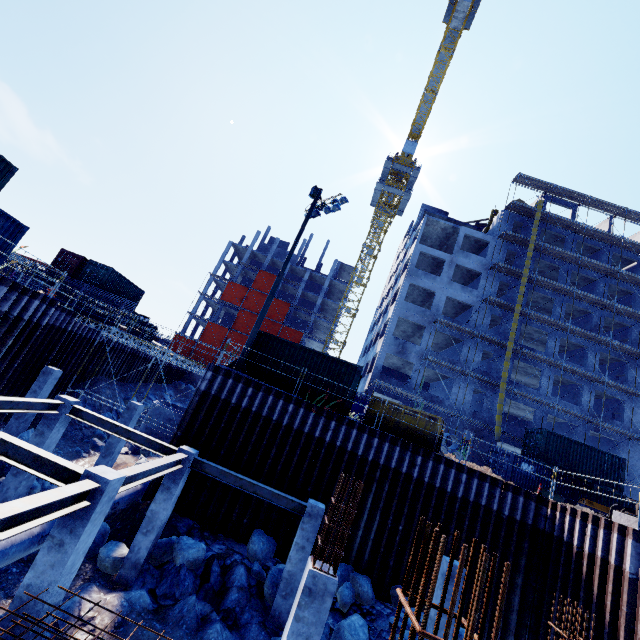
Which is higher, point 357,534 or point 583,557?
point 583,557

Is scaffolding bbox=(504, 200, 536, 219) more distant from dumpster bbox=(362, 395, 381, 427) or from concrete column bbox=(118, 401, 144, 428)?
concrete column bbox=(118, 401, 144, 428)

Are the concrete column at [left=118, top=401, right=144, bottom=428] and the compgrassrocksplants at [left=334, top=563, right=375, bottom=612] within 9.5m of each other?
no

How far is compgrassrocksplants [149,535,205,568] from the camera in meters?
10.8

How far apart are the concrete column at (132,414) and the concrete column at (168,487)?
6.18m

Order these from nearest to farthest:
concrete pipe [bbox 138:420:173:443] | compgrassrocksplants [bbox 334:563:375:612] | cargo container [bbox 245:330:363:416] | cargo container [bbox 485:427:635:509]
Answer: compgrassrocksplants [bbox 334:563:375:612] < cargo container [bbox 245:330:363:416] < concrete pipe [bbox 138:420:173:443] < cargo container [bbox 485:427:635:509]

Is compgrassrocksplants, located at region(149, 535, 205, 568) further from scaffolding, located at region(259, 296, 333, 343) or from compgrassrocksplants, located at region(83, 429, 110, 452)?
compgrassrocksplants, located at region(83, 429, 110, 452)

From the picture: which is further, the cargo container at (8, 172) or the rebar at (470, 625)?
the cargo container at (8, 172)
